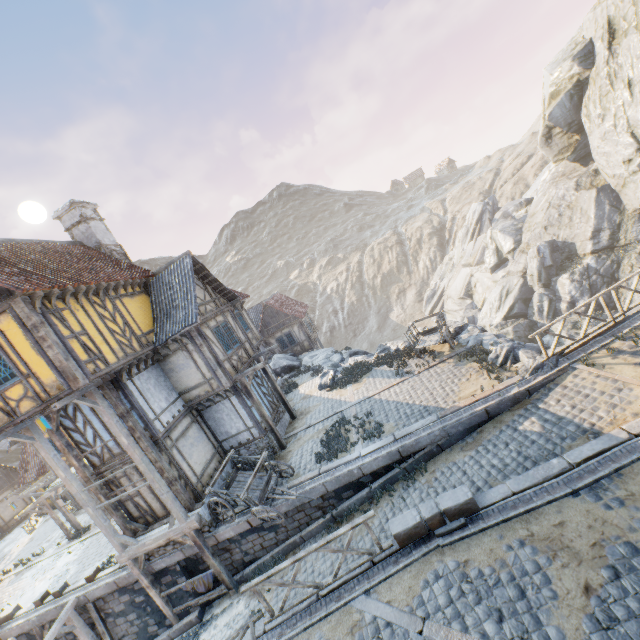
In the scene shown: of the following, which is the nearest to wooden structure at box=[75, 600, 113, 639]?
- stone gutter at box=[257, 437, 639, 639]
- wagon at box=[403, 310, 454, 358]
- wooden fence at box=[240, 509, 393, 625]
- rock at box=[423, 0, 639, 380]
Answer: stone gutter at box=[257, 437, 639, 639]

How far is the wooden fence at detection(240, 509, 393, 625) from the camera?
7.2 meters

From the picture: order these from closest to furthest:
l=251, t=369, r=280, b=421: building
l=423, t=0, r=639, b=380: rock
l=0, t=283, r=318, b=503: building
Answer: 1. l=0, t=283, r=318, b=503: building
2. l=251, t=369, r=280, b=421: building
3. l=423, t=0, r=639, b=380: rock

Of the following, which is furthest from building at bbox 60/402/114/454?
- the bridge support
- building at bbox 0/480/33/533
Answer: building at bbox 0/480/33/533

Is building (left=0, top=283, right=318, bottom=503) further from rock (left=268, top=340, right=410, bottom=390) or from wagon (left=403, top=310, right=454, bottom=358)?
wagon (left=403, top=310, right=454, bottom=358)

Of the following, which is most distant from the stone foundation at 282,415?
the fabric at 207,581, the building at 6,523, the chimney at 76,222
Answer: the building at 6,523

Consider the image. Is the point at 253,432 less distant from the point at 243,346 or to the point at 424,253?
the point at 243,346

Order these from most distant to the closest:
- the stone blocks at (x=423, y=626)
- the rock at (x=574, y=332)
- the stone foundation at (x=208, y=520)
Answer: the rock at (x=574, y=332)
the stone foundation at (x=208, y=520)
the stone blocks at (x=423, y=626)
